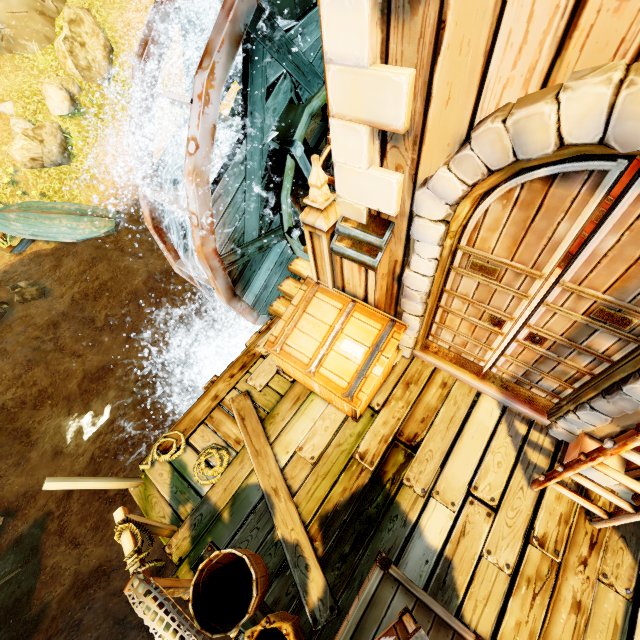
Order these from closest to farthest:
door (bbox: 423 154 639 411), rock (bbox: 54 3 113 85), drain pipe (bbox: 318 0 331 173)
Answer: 1. door (bbox: 423 154 639 411)
2. drain pipe (bbox: 318 0 331 173)
3. rock (bbox: 54 3 113 85)

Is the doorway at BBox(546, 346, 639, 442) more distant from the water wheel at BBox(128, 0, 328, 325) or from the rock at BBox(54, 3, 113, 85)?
the rock at BBox(54, 3, 113, 85)

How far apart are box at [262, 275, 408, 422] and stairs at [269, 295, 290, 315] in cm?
1

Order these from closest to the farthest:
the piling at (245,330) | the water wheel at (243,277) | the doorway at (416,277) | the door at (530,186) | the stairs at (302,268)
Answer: the doorway at (416,277)
the door at (530,186)
the water wheel at (243,277)
the stairs at (302,268)
the piling at (245,330)

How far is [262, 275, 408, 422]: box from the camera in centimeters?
367cm

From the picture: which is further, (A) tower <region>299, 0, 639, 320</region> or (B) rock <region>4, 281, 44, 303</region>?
(B) rock <region>4, 281, 44, 303</region>

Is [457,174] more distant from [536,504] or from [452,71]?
[536,504]

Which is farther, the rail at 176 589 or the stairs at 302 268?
the stairs at 302 268
